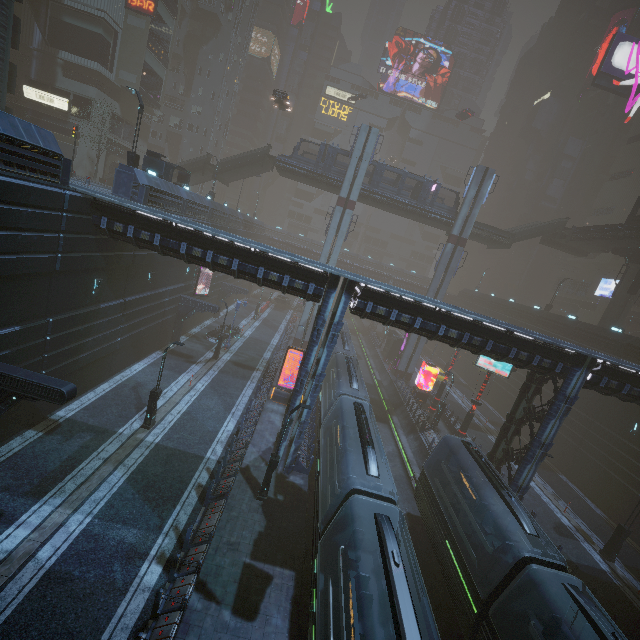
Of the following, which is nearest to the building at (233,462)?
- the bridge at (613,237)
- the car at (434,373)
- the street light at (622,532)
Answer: the car at (434,373)

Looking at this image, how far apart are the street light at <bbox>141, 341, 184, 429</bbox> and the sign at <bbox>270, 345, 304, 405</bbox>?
9.11m

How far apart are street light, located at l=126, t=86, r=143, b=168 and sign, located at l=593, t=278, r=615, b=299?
60.8 meters

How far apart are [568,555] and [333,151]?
40.9m

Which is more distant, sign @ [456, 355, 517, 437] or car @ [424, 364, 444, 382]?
car @ [424, 364, 444, 382]

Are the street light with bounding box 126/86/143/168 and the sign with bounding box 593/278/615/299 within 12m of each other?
no

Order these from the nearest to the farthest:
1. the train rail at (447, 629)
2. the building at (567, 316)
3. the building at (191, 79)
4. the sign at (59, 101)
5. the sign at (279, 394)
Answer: the train rail at (447, 629) < the building at (191, 79) < the sign at (279, 394) < the building at (567, 316) < the sign at (59, 101)

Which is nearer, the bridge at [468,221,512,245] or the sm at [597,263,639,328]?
the sm at [597,263,639,328]
